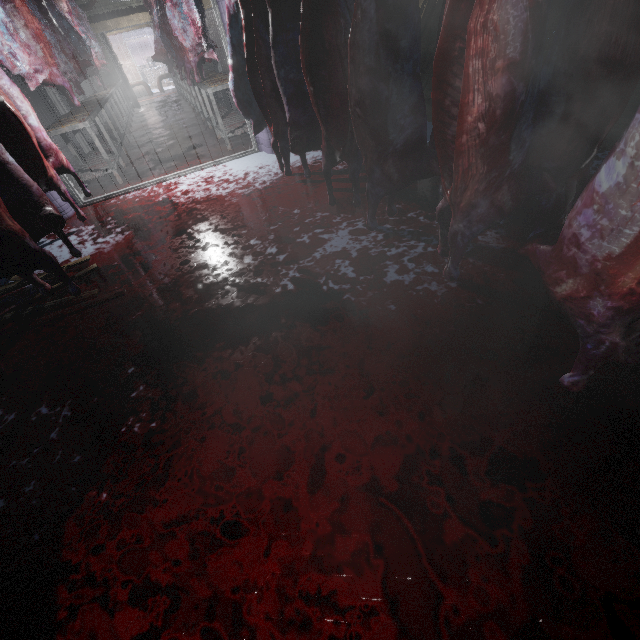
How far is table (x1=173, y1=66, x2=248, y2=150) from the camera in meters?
4.6 m

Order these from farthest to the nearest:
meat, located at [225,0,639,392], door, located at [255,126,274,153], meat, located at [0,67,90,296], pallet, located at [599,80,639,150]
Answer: door, located at [255,126,274,153] → pallet, located at [599,80,639,150] → meat, located at [0,67,90,296] → meat, located at [225,0,639,392]

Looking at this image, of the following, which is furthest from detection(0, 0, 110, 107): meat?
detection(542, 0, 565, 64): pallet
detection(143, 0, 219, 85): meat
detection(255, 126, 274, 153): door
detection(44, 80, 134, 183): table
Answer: detection(542, 0, 565, 64): pallet

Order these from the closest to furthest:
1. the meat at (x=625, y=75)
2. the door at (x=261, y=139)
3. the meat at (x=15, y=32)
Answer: the meat at (x=625, y=75)
the meat at (x=15, y=32)
the door at (x=261, y=139)

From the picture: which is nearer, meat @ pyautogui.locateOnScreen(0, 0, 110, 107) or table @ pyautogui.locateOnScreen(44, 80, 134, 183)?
meat @ pyautogui.locateOnScreen(0, 0, 110, 107)

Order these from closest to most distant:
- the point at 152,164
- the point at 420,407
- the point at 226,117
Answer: the point at 420,407
the point at 152,164
the point at 226,117

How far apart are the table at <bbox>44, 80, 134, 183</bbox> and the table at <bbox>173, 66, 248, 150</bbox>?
1.58m

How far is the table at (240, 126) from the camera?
4.58m
